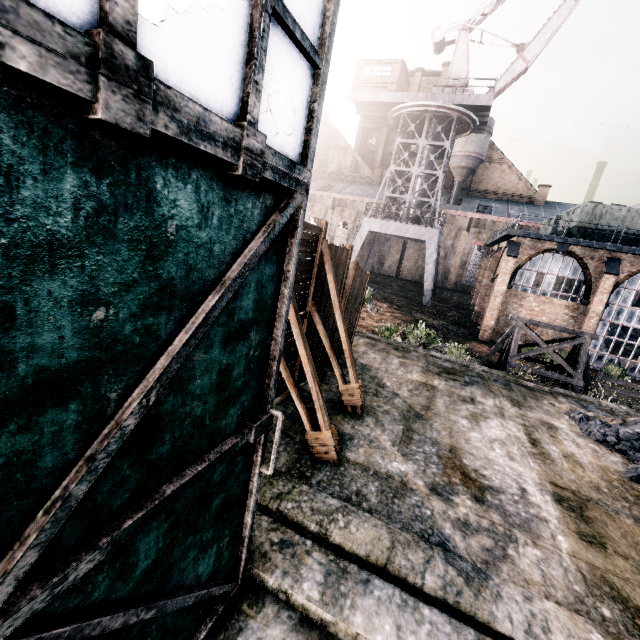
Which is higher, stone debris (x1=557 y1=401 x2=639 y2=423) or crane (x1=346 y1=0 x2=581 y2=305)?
crane (x1=346 y1=0 x2=581 y2=305)

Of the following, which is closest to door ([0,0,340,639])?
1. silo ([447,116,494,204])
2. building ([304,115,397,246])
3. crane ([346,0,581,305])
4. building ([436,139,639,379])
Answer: building ([436,139,639,379])

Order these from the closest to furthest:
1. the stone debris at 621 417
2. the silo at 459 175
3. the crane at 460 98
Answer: the stone debris at 621 417
the crane at 460 98
the silo at 459 175

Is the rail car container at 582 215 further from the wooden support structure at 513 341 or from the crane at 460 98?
the wooden support structure at 513 341

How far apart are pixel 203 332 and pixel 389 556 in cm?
335

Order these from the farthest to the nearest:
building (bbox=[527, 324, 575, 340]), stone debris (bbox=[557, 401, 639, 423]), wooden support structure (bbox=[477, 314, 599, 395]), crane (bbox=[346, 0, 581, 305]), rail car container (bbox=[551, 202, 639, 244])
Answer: crane (bbox=[346, 0, 581, 305]), building (bbox=[527, 324, 575, 340]), rail car container (bbox=[551, 202, 639, 244]), wooden support structure (bbox=[477, 314, 599, 395]), stone debris (bbox=[557, 401, 639, 423])

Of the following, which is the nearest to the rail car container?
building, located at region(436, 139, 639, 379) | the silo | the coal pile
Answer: building, located at region(436, 139, 639, 379)

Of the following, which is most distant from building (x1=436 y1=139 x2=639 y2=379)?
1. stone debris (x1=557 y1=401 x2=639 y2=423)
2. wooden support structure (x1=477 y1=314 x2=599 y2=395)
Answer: stone debris (x1=557 y1=401 x2=639 y2=423)
